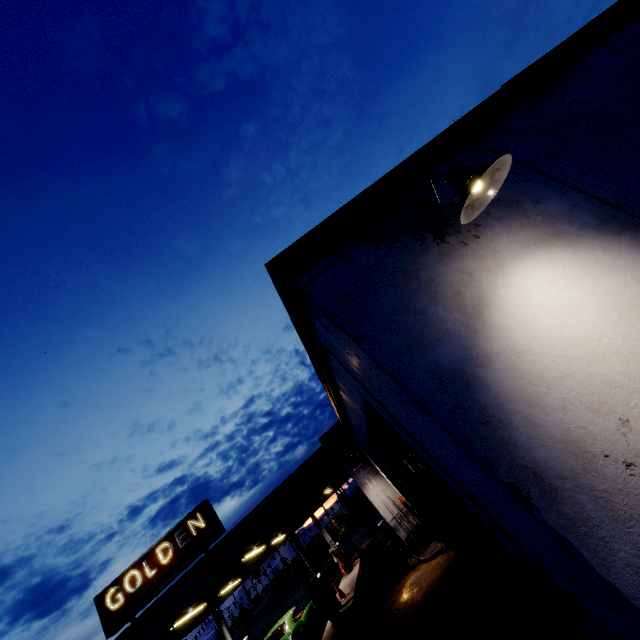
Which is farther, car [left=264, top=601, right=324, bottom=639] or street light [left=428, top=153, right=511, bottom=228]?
car [left=264, top=601, right=324, bottom=639]

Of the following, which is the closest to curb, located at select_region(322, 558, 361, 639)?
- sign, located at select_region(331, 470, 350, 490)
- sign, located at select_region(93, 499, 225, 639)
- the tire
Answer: sign, located at select_region(331, 470, 350, 490)

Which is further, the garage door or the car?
the car

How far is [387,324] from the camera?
2.3m

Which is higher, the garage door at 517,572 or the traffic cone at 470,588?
the garage door at 517,572

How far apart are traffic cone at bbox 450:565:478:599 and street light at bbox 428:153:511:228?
6.5m

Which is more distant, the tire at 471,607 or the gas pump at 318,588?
the gas pump at 318,588

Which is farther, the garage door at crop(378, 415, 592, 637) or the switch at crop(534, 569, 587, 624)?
the garage door at crop(378, 415, 592, 637)
